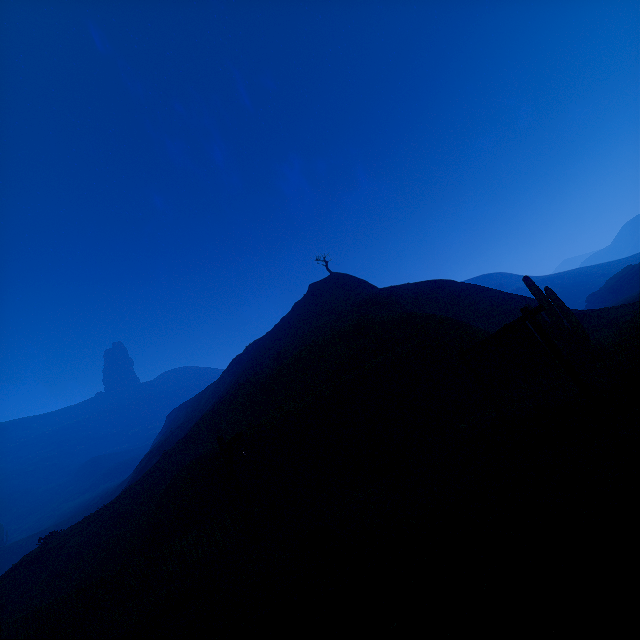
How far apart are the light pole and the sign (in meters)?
6.49

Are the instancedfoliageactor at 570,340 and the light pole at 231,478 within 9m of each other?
no

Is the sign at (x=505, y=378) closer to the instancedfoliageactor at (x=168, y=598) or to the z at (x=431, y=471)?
the z at (x=431, y=471)

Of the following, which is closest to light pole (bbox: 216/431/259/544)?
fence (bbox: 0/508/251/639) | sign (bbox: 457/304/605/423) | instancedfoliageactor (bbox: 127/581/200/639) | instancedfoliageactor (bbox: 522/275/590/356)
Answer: fence (bbox: 0/508/251/639)

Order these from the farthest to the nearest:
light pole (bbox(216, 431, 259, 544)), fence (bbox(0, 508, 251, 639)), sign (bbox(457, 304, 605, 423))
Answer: fence (bbox(0, 508, 251, 639))
light pole (bbox(216, 431, 259, 544))
sign (bbox(457, 304, 605, 423))

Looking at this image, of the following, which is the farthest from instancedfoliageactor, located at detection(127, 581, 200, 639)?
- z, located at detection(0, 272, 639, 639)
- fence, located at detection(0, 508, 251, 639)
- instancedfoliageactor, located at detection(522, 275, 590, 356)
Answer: instancedfoliageactor, located at detection(522, 275, 590, 356)

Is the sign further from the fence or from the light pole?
the fence

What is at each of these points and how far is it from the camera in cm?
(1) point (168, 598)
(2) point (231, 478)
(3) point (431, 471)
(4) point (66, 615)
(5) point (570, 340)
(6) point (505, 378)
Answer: (1) instancedfoliageactor, 721
(2) light pole, 929
(3) z, 779
(4) fence, 1080
(5) instancedfoliageactor, 1396
(6) sign, 809
